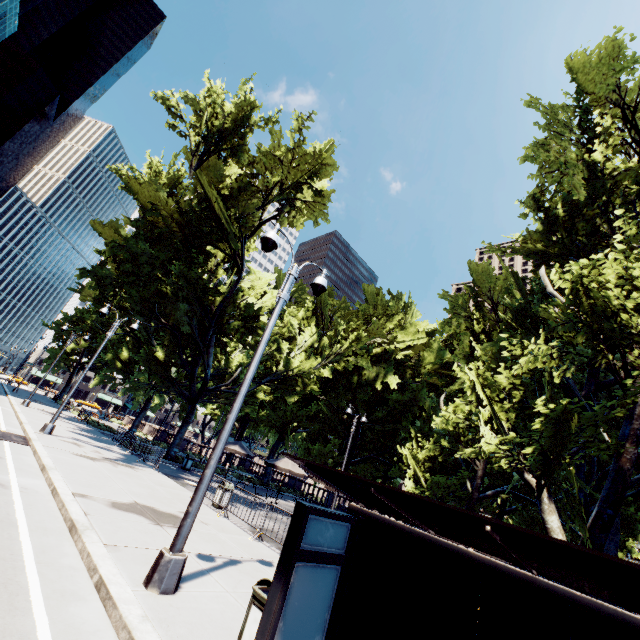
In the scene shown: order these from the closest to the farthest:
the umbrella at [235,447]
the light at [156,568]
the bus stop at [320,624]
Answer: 1. the bus stop at [320,624]
2. the light at [156,568]
3. the umbrella at [235,447]

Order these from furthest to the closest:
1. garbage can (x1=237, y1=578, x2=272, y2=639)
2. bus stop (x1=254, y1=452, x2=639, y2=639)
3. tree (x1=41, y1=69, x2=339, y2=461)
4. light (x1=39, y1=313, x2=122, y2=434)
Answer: tree (x1=41, y1=69, x2=339, y2=461), light (x1=39, y1=313, x2=122, y2=434), garbage can (x1=237, y1=578, x2=272, y2=639), bus stop (x1=254, y1=452, x2=639, y2=639)

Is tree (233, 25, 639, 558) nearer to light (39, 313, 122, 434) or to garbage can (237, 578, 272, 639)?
light (39, 313, 122, 434)

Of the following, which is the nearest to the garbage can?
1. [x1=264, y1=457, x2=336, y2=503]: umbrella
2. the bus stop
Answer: the bus stop

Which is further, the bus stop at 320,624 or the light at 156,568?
the light at 156,568

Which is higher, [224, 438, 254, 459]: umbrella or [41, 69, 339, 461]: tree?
[41, 69, 339, 461]: tree

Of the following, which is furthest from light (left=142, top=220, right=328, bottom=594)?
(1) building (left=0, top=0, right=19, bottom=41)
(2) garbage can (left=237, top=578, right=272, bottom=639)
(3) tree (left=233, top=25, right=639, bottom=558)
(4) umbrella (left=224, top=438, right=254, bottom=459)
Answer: (1) building (left=0, top=0, right=19, bottom=41)

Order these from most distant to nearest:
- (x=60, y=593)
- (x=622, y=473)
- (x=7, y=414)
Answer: (x=7, y=414), (x=622, y=473), (x=60, y=593)
